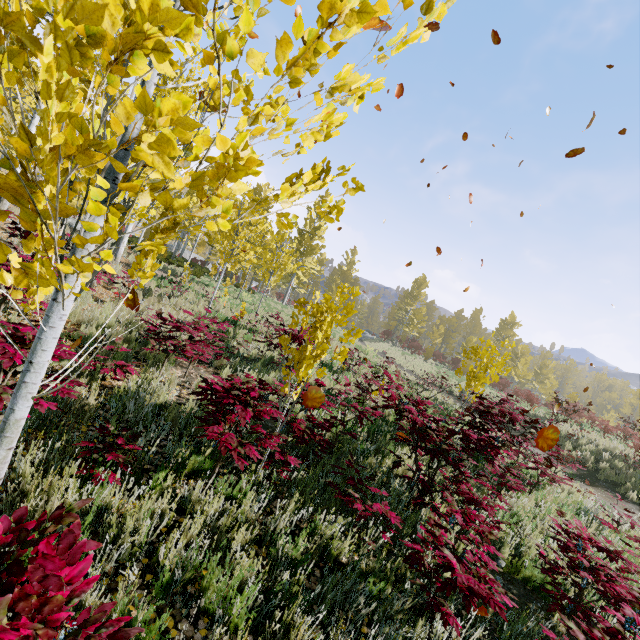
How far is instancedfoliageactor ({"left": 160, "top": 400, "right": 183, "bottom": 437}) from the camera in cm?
348

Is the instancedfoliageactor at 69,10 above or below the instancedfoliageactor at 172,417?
above

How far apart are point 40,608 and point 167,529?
2.2 meters

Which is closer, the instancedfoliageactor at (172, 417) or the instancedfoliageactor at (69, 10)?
the instancedfoliageactor at (69, 10)

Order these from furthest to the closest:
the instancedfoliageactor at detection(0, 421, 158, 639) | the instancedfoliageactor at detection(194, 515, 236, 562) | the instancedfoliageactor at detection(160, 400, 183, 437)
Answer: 1. the instancedfoliageactor at detection(160, 400, 183, 437)
2. the instancedfoliageactor at detection(194, 515, 236, 562)
3. the instancedfoliageactor at detection(0, 421, 158, 639)

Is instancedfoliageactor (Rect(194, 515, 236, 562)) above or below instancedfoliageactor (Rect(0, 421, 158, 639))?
below
